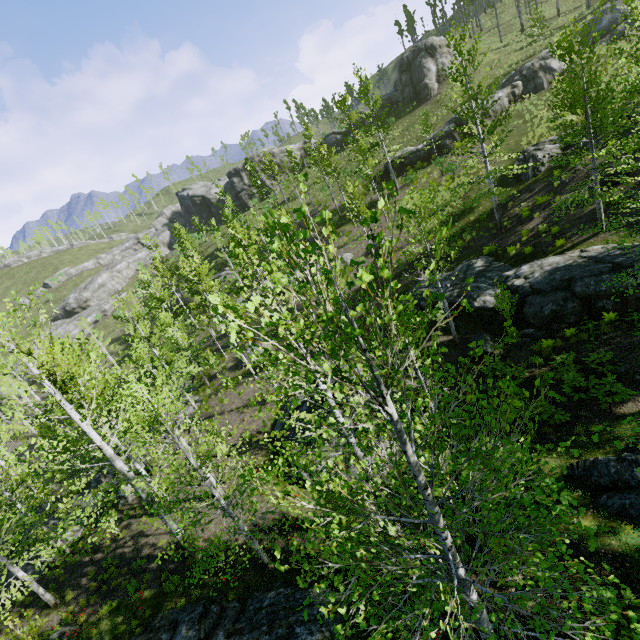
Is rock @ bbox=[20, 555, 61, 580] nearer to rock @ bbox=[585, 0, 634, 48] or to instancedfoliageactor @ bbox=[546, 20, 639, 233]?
instancedfoliageactor @ bbox=[546, 20, 639, 233]

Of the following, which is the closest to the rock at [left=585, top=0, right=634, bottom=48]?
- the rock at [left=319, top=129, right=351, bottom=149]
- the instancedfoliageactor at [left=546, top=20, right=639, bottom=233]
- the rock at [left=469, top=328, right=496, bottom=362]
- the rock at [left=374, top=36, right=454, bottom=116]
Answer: the rock at [left=374, top=36, right=454, bottom=116]

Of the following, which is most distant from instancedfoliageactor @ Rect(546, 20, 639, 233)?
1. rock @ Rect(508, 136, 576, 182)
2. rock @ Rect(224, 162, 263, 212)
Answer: rock @ Rect(508, 136, 576, 182)

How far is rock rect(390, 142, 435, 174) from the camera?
33.91m

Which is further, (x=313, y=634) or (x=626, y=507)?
(x=313, y=634)

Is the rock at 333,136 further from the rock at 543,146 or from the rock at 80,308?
the rock at 80,308

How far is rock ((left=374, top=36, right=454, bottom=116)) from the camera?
41.4 meters

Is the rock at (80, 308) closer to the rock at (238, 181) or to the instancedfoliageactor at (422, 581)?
the rock at (238, 181)
